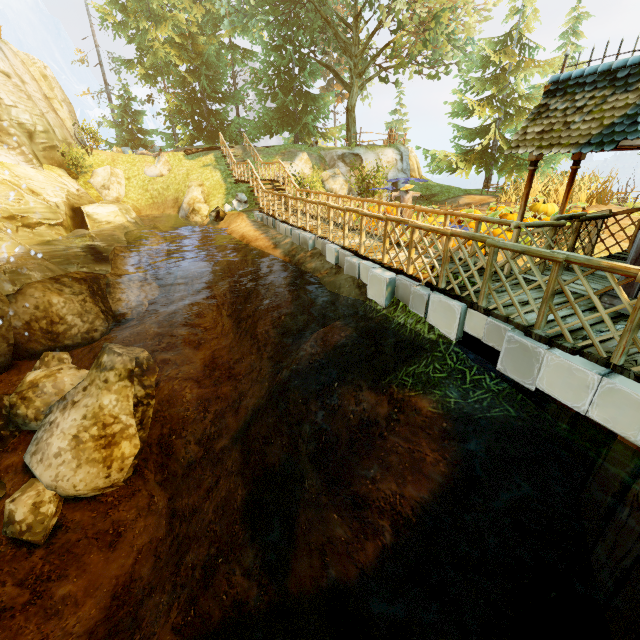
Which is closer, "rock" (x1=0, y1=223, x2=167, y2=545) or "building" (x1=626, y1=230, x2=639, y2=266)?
"building" (x1=626, y1=230, x2=639, y2=266)

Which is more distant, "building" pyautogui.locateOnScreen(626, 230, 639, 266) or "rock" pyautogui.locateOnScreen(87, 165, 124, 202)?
"rock" pyautogui.locateOnScreen(87, 165, 124, 202)

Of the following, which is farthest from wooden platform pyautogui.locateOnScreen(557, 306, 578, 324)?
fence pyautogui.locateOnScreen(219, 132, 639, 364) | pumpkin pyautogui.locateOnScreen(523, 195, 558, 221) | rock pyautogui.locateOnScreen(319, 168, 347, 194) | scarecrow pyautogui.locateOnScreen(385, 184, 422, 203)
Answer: rock pyautogui.locateOnScreen(319, 168, 347, 194)

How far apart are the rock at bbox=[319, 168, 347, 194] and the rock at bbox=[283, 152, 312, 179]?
0.4m

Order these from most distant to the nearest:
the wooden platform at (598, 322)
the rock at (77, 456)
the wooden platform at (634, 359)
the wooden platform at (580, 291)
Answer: the rock at (77, 456) → the wooden platform at (580, 291) → the wooden platform at (598, 322) → the wooden platform at (634, 359)

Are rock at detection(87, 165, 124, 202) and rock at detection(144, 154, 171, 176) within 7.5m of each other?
yes

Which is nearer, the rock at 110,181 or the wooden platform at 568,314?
the wooden platform at 568,314

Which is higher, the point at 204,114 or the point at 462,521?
the point at 204,114
